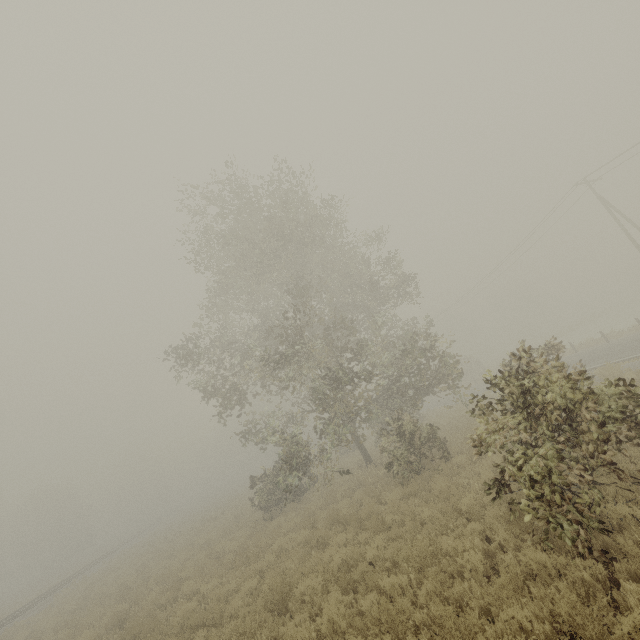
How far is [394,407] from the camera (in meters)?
19.28
